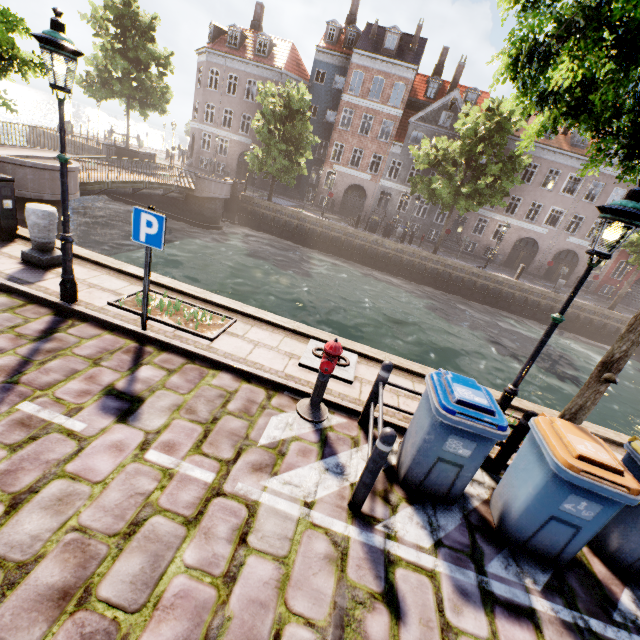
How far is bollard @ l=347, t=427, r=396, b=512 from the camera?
3.1m

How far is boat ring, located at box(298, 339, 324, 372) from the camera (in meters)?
5.55

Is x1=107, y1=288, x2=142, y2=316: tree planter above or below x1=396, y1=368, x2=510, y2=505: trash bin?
below

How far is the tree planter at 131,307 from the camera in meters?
5.6

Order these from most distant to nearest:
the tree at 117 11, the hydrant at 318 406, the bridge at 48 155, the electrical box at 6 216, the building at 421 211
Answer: the building at 421 211 → the tree at 117 11 → the bridge at 48 155 → the electrical box at 6 216 → the hydrant at 318 406

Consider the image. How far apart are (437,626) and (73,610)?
2.83m

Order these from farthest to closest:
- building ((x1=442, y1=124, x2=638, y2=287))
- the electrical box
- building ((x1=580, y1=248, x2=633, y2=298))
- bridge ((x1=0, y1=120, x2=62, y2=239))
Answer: building ((x1=580, y1=248, x2=633, y2=298)) → building ((x1=442, y1=124, x2=638, y2=287)) → bridge ((x1=0, y1=120, x2=62, y2=239)) → the electrical box

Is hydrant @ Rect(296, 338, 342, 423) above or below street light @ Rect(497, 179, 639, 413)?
below
